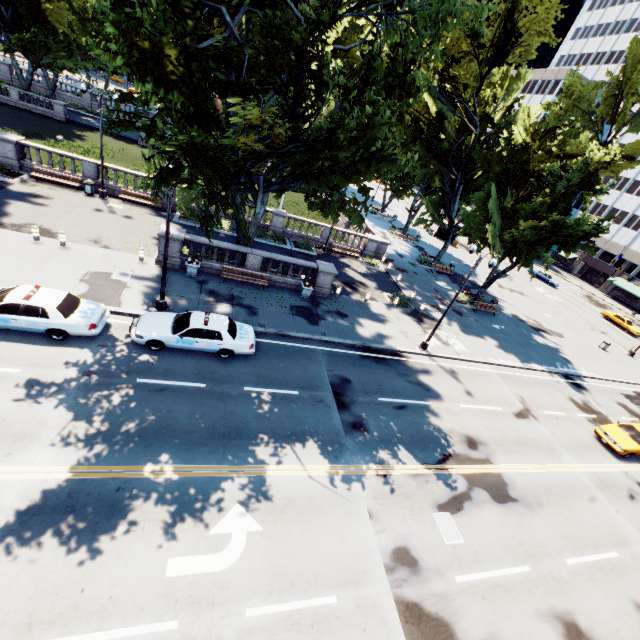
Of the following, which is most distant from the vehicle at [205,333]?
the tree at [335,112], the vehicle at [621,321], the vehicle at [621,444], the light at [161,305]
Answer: the vehicle at [621,321]

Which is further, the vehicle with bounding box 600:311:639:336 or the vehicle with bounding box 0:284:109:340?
the vehicle with bounding box 600:311:639:336

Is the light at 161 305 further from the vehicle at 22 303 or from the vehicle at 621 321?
the vehicle at 621 321

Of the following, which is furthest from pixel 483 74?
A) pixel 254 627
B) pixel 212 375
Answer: pixel 254 627

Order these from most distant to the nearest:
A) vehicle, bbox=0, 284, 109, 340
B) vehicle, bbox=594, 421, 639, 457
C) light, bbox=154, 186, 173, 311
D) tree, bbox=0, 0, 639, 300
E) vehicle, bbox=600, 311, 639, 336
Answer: vehicle, bbox=600, 311, 639, 336 → vehicle, bbox=594, 421, 639, 457 → light, bbox=154, 186, 173, 311 → vehicle, bbox=0, 284, 109, 340 → tree, bbox=0, 0, 639, 300

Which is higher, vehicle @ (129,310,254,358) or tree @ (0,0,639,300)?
tree @ (0,0,639,300)

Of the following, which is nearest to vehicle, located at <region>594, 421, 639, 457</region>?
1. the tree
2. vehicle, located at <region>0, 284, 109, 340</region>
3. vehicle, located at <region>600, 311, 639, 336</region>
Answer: the tree

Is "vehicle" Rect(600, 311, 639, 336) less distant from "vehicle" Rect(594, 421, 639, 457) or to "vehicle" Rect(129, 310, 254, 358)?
"vehicle" Rect(594, 421, 639, 457)
